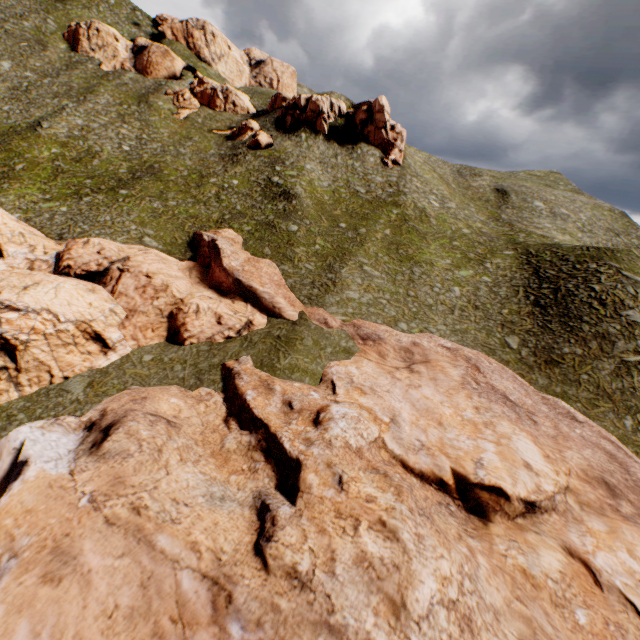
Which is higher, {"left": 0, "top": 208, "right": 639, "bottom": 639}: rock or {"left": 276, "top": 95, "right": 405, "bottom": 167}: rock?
{"left": 276, "top": 95, "right": 405, "bottom": 167}: rock

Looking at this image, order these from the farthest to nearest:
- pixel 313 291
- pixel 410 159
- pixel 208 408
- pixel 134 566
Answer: pixel 410 159 < pixel 313 291 < pixel 208 408 < pixel 134 566

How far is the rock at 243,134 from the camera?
52.3 meters

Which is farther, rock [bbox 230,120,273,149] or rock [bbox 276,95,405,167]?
rock [bbox 276,95,405,167]

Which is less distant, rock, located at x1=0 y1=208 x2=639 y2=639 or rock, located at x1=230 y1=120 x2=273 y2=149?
rock, located at x1=0 y1=208 x2=639 y2=639

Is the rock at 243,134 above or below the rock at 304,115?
below

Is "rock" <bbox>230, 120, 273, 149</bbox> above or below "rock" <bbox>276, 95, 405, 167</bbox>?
below
